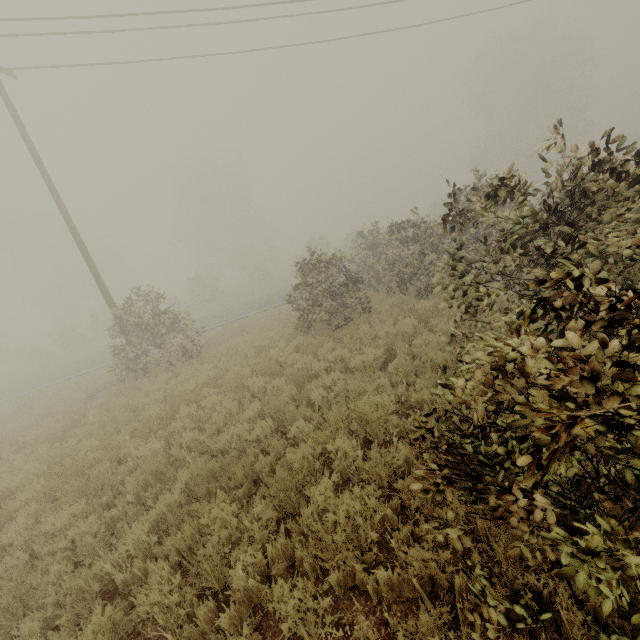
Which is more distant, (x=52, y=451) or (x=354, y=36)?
(x=354, y=36)
